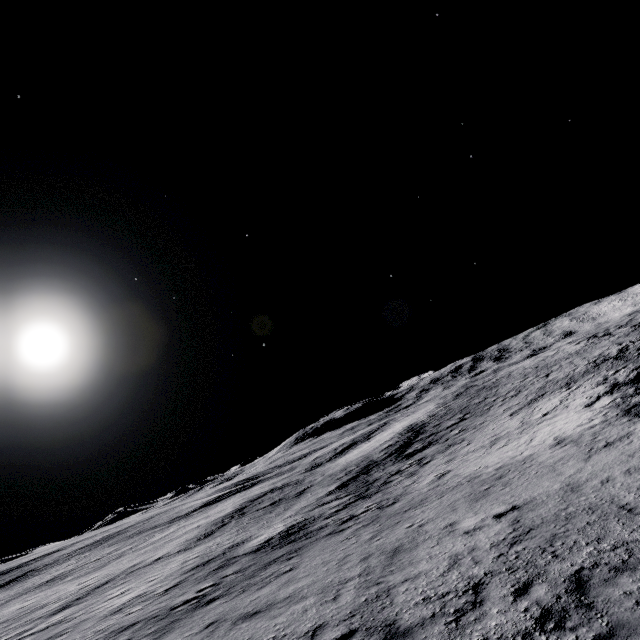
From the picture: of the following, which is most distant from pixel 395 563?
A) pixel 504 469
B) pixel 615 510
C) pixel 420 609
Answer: pixel 504 469
